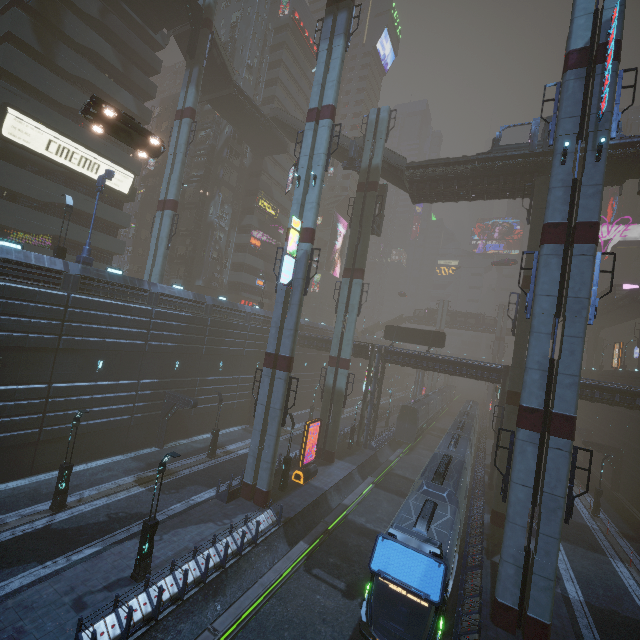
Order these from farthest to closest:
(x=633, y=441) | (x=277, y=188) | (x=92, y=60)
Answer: (x=277, y=188) → (x=633, y=441) → (x=92, y=60)

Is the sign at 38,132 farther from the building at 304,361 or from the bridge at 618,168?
the bridge at 618,168

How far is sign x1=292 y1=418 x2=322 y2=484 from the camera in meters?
25.6 m

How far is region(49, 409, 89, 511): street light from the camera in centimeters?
1759cm

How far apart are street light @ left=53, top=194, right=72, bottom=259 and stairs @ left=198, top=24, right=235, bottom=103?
23.0m

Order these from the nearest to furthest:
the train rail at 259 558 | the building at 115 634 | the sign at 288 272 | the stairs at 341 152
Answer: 1. the building at 115 634
2. the train rail at 259 558
3. the sign at 288 272
4. the stairs at 341 152

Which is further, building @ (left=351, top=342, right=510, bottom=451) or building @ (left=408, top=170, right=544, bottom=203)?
building @ (left=351, top=342, right=510, bottom=451)

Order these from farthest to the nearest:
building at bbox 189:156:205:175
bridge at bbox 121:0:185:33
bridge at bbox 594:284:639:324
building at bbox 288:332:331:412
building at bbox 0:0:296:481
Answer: building at bbox 189:156:205:175
bridge at bbox 594:284:639:324
building at bbox 288:332:331:412
bridge at bbox 121:0:185:33
building at bbox 0:0:296:481
